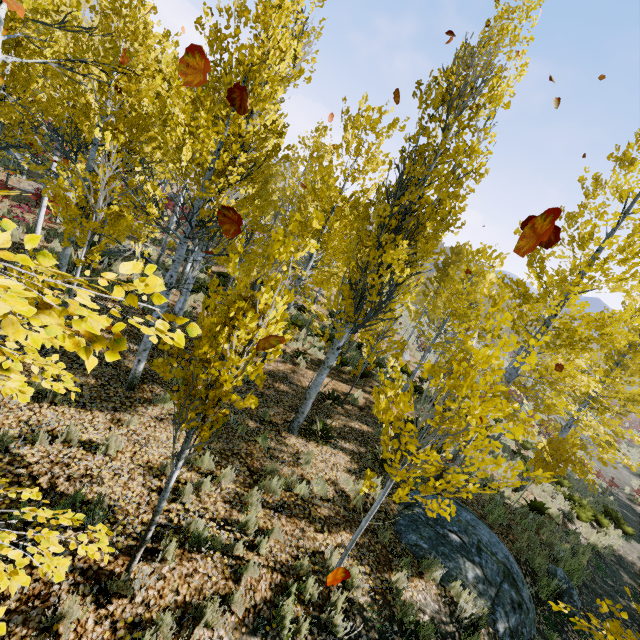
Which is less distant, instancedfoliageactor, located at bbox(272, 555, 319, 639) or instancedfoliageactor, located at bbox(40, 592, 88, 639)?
instancedfoliageactor, located at bbox(40, 592, 88, 639)

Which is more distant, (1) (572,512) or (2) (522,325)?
(1) (572,512)

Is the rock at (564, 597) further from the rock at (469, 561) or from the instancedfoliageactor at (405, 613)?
the rock at (469, 561)

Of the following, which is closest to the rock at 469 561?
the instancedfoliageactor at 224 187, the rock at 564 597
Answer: the instancedfoliageactor at 224 187

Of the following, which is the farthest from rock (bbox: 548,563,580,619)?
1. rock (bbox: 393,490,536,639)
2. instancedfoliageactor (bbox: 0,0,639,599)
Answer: rock (bbox: 393,490,536,639)

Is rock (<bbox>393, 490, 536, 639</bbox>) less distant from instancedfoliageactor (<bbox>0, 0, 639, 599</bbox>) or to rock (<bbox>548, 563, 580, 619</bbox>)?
instancedfoliageactor (<bbox>0, 0, 639, 599</bbox>)

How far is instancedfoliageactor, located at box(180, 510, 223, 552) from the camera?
4.37m

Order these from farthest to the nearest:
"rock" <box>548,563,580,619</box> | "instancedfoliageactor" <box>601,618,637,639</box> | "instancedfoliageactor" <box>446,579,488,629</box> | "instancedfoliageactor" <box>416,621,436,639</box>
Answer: "rock" <box>548,563,580,619</box>, "instancedfoliageactor" <box>446,579,488,629</box>, "instancedfoliageactor" <box>416,621,436,639</box>, "instancedfoliageactor" <box>601,618,637,639</box>
